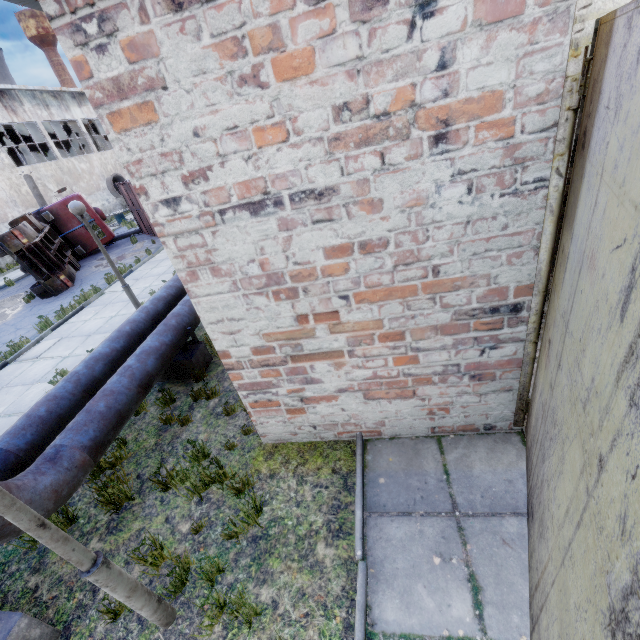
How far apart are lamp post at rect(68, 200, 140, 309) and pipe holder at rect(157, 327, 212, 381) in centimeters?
209cm

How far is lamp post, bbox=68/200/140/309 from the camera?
7.2m

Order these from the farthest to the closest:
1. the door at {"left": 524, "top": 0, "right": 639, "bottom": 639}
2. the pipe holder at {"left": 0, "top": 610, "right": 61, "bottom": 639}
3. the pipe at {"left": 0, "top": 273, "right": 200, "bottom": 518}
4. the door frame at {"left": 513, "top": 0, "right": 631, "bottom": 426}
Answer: the pipe at {"left": 0, "top": 273, "right": 200, "bottom": 518} < the pipe holder at {"left": 0, "top": 610, "right": 61, "bottom": 639} < the door frame at {"left": 513, "top": 0, "right": 631, "bottom": 426} < the door at {"left": 524, "top": 0, "right": 639, "bottom": 639}

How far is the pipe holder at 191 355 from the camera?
6.3 meters

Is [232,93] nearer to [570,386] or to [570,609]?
[570,386]

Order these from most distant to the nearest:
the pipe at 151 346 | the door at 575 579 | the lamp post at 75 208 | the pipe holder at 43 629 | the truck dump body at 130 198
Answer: the truck dump body at 130 198 < the lamp post at 75 208 < the pipe at 151 346 < the pipe holder at 43 629 < the door at 575 579

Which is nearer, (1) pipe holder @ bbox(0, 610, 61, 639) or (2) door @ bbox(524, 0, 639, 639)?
(2) door @ bbox(524, 0, 639, 639)

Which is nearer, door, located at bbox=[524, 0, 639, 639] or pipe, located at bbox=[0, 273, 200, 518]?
door, located at bbox=[524, 0, 639, 639]
